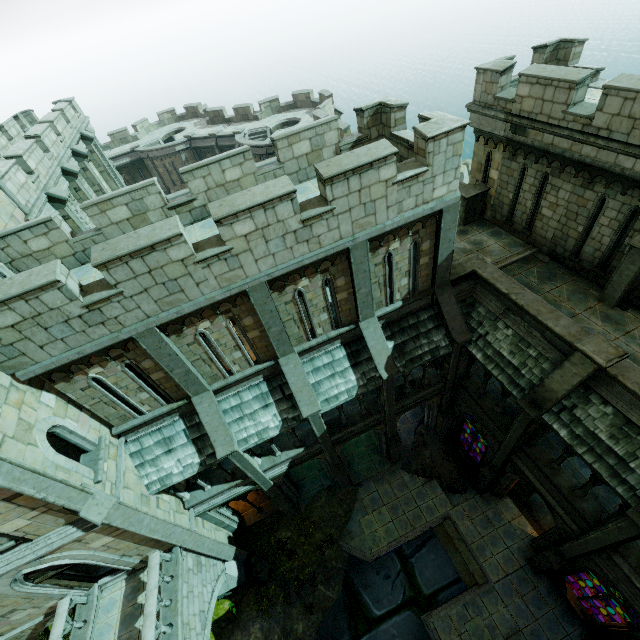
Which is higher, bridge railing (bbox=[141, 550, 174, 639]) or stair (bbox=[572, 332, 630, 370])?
Answer: stair (bbox=[572, 332, 630, 370])

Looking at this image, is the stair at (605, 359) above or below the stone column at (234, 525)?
above

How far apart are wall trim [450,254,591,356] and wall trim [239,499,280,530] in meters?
14.0 m

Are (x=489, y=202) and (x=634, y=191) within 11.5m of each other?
yes

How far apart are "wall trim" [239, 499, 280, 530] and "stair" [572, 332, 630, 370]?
15.4m

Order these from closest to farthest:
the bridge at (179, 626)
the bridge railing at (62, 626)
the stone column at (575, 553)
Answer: the stone column at (575, 553)
the bridge railing at (62, 626)
the bridge at (179, 626)

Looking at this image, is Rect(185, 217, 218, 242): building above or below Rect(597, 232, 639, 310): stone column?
above

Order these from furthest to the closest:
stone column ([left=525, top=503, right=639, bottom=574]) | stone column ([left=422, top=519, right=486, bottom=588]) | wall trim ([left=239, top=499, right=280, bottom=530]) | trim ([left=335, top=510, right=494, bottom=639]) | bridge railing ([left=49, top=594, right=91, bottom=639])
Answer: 1. wall trim ([left=239, top=499, right=280, bottom=530])
2. stone column ([left=422, top=519, right=486, bottom=588])
3. trim ([left=335, top=510, right=494, bottom=639])
4. bridge railing ([left=49, top=594, right=91, bottom=639])
5. stone column ([left=525, top=503, right=639, bottom=574])
